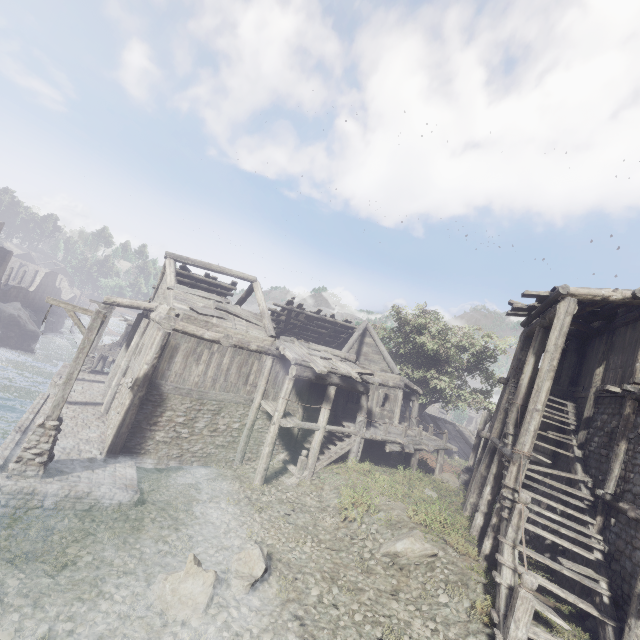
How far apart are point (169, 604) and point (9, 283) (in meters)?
74.84

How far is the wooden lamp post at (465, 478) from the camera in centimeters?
1964cm

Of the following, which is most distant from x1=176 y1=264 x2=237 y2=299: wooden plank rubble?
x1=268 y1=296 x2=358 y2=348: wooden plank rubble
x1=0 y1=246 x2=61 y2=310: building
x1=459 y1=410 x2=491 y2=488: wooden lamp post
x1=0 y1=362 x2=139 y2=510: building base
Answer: x1=459 y1=410 x2=491 y2=488: wooden lamp post

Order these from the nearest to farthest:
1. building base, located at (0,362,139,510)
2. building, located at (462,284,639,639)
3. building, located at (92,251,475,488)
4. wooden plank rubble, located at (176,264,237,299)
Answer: building, located at (462,284,639,639) → building base, located at (0,362,139,510) → building, located at (92,251,475,488) → wooden plank rubble, located at (176,264,237,299)

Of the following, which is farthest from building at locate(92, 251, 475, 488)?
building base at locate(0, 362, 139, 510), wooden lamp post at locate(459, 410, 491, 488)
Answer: wooden lamp post at locate(459, 410, 491, 488)

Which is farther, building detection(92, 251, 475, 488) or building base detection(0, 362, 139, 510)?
building detection(92, 251, 475, 488)

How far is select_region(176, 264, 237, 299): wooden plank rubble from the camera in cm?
1823

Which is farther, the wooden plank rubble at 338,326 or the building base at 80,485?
the wooden plank rubble at 338,326
